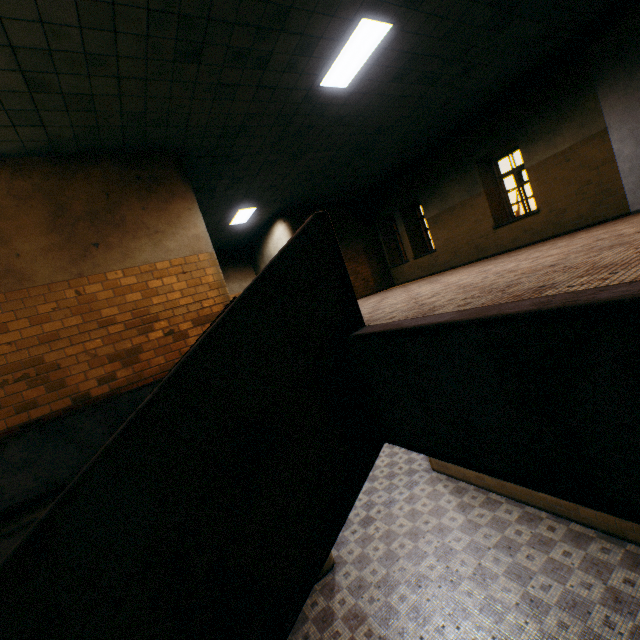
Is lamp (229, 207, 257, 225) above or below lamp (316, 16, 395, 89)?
above

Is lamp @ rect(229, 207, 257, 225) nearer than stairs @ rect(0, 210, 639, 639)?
No

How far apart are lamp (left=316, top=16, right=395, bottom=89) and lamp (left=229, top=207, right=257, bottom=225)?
5.2m

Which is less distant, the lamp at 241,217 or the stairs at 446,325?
the stairs at 446,325

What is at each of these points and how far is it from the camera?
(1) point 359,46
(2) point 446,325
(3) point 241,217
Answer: (1) lamp, 5.05m
(2) stairs, 1.92m
(3) lamp, 10.96m

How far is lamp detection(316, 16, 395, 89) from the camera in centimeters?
474cm

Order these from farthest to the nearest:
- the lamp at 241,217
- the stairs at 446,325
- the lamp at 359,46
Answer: the lamp at 241,217, the lamp at 359,46, the stairs at 446,325

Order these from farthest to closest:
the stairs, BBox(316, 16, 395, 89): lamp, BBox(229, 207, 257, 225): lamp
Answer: BBox(229, 207, 257, 225): lamp → BBox(316, 16, 395, 89): lamp → the stairs
